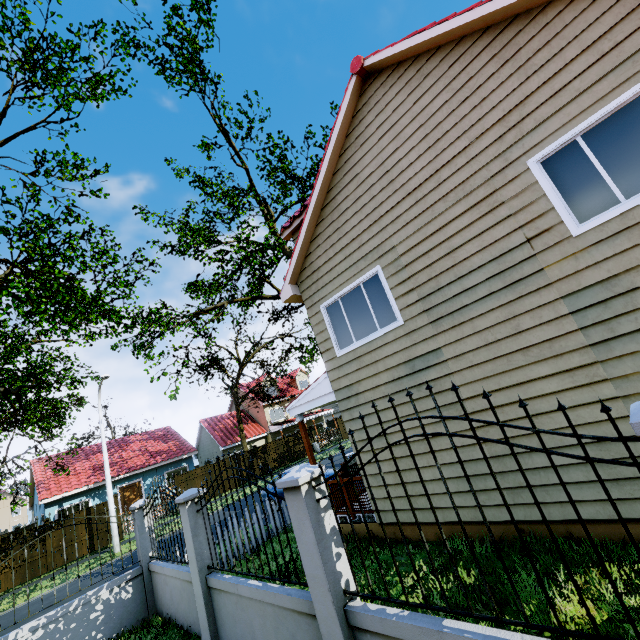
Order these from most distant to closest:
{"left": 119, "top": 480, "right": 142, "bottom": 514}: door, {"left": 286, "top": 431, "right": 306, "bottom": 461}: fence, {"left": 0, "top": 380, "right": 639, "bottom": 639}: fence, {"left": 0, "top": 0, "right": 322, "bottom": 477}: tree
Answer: {"left": 286, "top": 431, "right": 306, "bottom": 461}: fence
{"left": 119, "top": 480, "right": 142, "bottom": 514}: door
{"left": 0, "top": 0, "right": 322, "bottom": 477}: tree
{"left": 0, "top": 380, "right": 639, "bottom": 639}: fence

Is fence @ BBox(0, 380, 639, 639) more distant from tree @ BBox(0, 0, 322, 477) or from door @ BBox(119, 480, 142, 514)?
door @ BBox(119, 480, 142, 514)

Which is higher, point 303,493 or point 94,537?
point 303,493

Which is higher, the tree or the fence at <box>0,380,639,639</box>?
the tree

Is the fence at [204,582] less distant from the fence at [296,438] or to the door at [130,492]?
the fence at [296,438]

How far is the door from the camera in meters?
24.0

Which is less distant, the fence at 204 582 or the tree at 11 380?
the fence at 204 582

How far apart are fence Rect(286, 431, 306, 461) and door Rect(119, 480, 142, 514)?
12.0m
